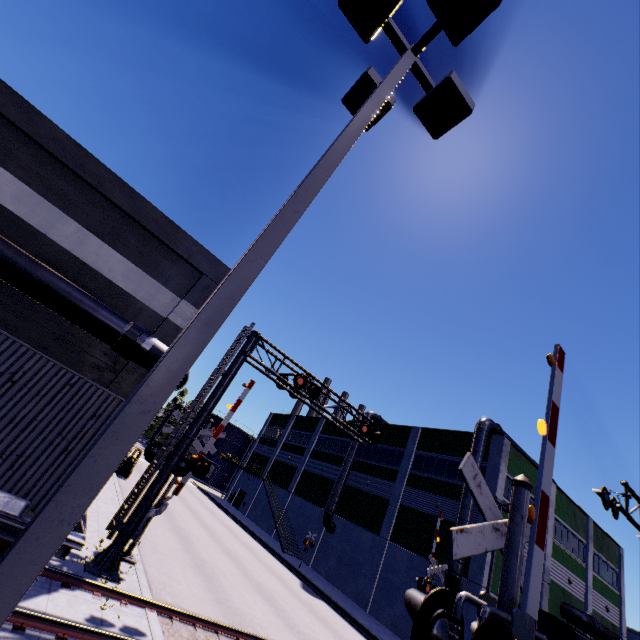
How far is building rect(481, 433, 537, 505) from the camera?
23.38m

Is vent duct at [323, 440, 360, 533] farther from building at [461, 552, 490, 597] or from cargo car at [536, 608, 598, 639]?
cargo car at [536, 608, 598, 639]

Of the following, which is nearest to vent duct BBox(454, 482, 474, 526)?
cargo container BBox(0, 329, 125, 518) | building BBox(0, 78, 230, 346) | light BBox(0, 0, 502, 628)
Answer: building BBox(0, 78, 230, 346)

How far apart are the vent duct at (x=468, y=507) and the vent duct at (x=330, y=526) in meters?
12.3 m

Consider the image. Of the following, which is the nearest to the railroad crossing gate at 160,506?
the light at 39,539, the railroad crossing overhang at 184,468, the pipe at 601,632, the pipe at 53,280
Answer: the railroad crossing overhang at 184,468

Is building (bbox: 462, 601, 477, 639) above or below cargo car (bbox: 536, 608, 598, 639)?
below

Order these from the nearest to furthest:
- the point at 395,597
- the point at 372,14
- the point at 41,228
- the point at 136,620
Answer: the point at 372,14
the point at 136,620
the point at 41,228
the point at 395,597

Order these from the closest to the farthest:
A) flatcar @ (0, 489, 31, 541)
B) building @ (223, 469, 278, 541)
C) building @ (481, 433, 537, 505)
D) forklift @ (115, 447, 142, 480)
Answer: flatcar @ (0, 489, 31, 541)
building @ (481, 433, 537, 505)
forklift @ (115, 447, 142, 480)
building @ (223, 469, 278, 541)
